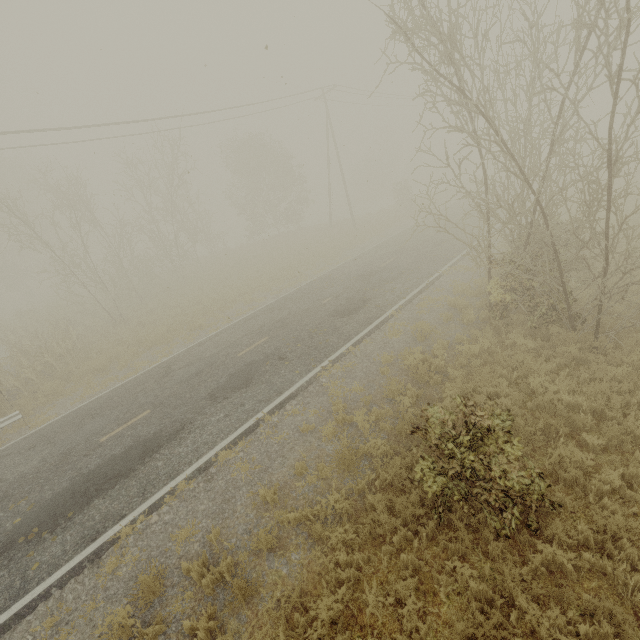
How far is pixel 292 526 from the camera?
6.3 meters
